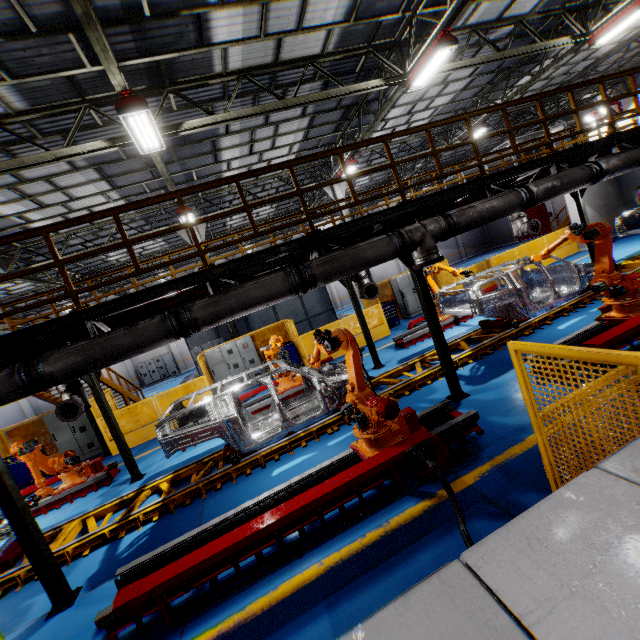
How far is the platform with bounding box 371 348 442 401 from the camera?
7.9 meters

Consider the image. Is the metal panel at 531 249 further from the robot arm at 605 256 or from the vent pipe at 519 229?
the vent pipe at 519 229

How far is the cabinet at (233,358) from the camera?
13.8m

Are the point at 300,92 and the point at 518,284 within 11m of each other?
yes

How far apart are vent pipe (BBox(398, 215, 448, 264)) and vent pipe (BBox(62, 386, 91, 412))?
3.70m

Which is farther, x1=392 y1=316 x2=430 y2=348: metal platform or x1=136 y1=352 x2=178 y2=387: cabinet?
x1=136 y1=352 x2=178 y2=387: cabinet

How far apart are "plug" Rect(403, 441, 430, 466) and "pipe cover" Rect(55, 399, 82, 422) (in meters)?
8.24

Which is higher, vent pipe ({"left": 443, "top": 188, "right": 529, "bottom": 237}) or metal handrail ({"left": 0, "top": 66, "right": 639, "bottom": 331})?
metal handrail ({"left": 0, "top": 66, "right": 639, "bottom": 331})
